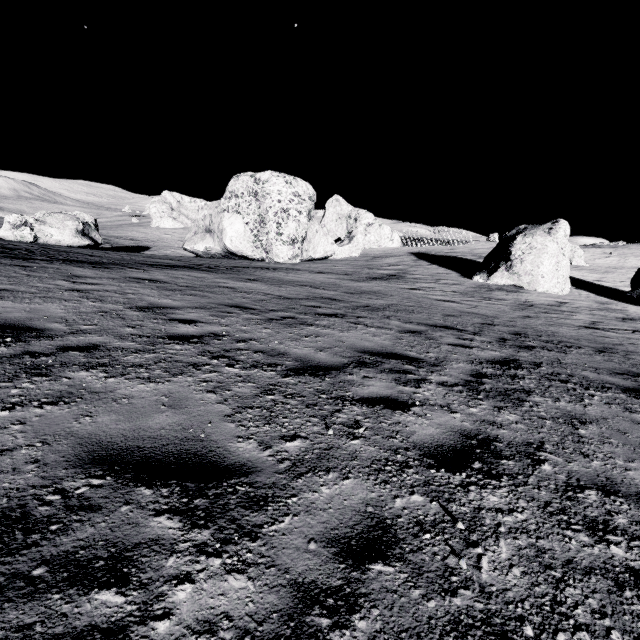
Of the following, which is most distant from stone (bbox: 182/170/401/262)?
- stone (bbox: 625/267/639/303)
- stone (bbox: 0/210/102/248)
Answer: stone (bbox: 625/267/639/303)

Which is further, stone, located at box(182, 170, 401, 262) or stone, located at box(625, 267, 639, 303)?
stone, located at box(182, 170, 401, 262)

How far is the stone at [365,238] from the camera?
25.67m

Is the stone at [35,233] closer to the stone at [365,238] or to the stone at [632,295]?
the stone at [365,238]

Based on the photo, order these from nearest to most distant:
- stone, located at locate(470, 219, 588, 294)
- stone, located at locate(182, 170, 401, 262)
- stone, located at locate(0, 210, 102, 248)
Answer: stone, located at locate(470, 219, 588, 294), stone, located at locate(0, 210, 102, 248), stone, located at locate(182, 170, 401, 262)

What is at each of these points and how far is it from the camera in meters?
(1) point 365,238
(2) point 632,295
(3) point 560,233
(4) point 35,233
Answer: (1) stone, 43.4
(2) stone, 19.7
(3) stone, 20.3
(4) stone, 21.9

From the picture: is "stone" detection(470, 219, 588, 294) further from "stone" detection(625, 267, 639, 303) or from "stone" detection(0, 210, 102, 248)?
"stone" detection(0, 210, 102, 248)

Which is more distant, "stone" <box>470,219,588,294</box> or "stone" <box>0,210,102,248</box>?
"stone" <box>0,210,102,248</box>
